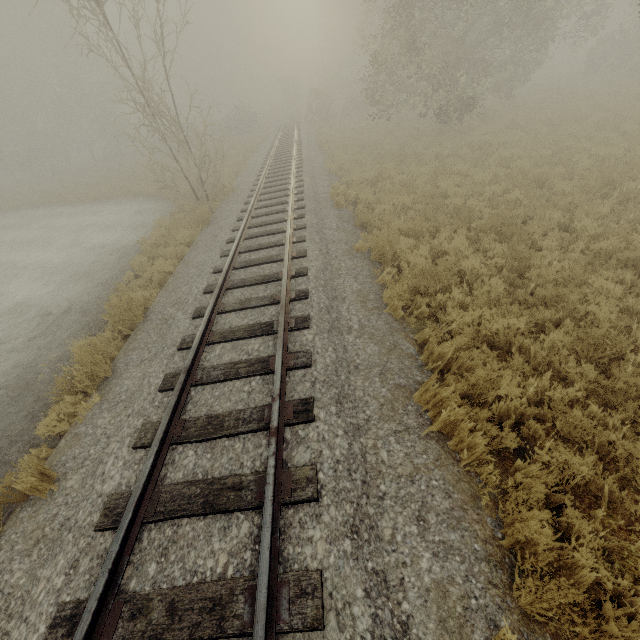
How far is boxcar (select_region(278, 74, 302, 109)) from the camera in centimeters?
5362cm

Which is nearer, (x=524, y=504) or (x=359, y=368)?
(x=524, y=504)

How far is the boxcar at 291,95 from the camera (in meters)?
53.62
